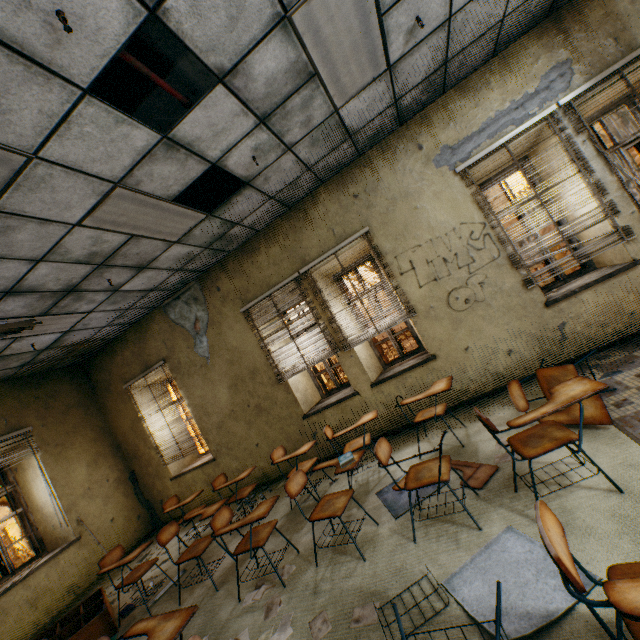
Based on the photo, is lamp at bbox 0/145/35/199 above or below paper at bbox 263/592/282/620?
above

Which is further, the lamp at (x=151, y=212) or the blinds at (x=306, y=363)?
the blinds at (x=306, y=363)

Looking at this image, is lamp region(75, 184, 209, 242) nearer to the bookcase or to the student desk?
the student desk

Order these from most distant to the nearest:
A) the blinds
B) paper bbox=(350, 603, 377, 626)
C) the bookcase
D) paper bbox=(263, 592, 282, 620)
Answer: the blinds
the bookcase
paper bbox=(263, 592, 282, 620)
paper bbox=(350, 603, 377, 626)

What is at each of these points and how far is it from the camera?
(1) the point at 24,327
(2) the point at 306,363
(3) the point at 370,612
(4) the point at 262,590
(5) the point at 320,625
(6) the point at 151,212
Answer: (1) lamp, 4.7 meters
(2) blinds, 5.4 meters
(3) paper, 2.2 meters
(4) paper, 3.1 meters
(5) paper, 2.3 meters
(6) lamp, 3.6 meters

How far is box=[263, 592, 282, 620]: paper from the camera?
2.7m

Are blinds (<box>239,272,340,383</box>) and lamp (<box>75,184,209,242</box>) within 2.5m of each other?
yes

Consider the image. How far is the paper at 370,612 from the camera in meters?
2.2 m
